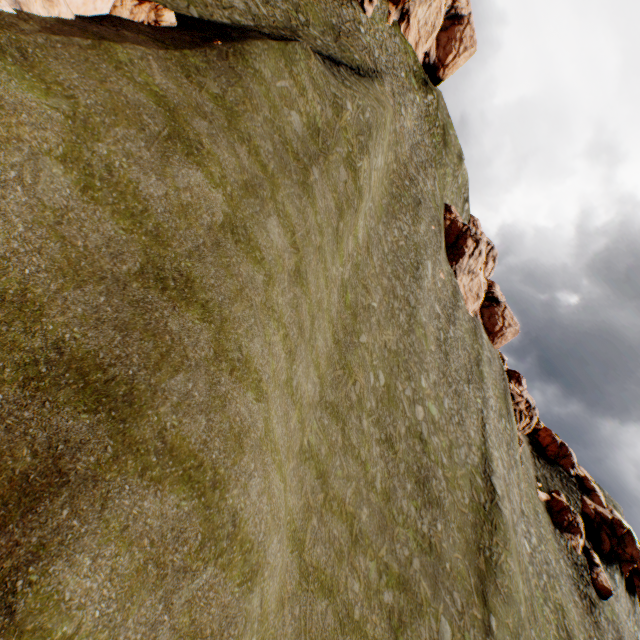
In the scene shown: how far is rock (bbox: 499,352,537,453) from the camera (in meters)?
49.28

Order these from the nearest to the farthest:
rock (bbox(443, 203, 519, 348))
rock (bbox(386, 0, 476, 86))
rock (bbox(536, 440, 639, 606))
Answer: rock (bbox(536, 440, 639, 606)) < rock (bbox(386, 0, 476, 86)) < rock (bbox(443, 203, 519, 348))

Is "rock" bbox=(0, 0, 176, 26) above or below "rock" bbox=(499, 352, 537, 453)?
below

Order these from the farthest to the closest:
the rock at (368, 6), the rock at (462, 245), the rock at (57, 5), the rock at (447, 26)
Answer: the rock at (462, 245) < the rock at (447, 26) < the rock at (368, 6) < the rock at (57, 5)

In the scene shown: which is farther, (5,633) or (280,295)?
(280,295)

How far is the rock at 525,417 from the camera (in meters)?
49.28
